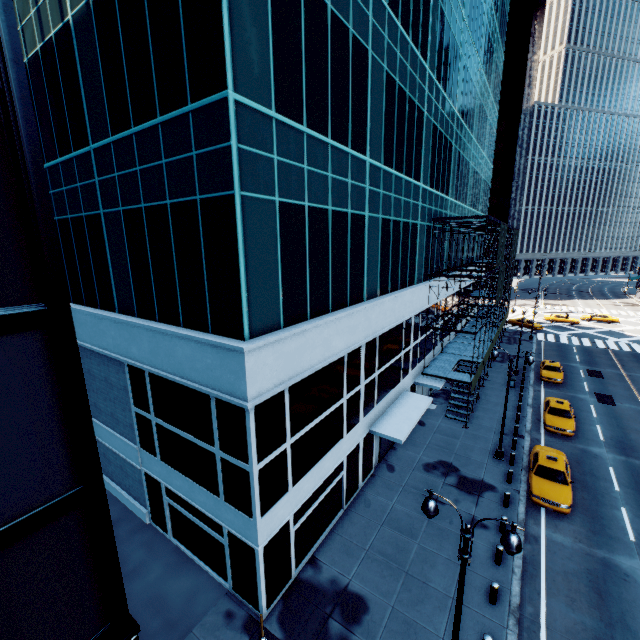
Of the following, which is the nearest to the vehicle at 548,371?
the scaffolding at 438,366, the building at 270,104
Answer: the scaffolding at 438,366

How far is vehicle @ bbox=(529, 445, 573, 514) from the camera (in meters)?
16.78

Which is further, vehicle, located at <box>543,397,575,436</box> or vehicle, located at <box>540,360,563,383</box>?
vehicle, located at <box>540,360,563,383</box>

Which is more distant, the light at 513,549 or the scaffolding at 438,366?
the scaffolding at 438,366

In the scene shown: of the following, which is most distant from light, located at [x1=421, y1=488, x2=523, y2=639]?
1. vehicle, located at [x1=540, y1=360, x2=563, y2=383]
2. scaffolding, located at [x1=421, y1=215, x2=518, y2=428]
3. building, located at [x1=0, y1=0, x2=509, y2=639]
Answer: vehicle, located at [x1=540, y1=360, x2=563, y2=383]

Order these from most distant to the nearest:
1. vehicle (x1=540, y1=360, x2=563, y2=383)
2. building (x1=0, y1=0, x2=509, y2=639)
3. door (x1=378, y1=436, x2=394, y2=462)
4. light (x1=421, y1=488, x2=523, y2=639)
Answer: vehicle (x1=540, y1=360, x2=563, y2=383)
door (x1=378, y1=436, x2=394, y2=462)
light (x1=421, y1=488, x2=523, y2=639)
building (x1=0, y1=0, x2=509, y2=639)

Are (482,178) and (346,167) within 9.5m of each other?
no

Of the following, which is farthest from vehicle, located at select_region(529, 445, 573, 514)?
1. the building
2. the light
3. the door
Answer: the light
